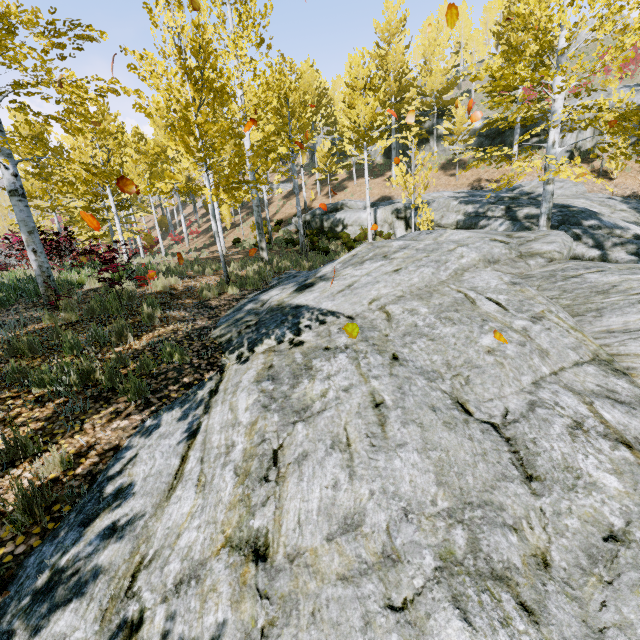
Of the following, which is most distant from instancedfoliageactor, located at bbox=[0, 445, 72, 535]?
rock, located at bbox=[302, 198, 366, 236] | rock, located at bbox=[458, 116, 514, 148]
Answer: rock, located at bbox=[458, 116, 514, 148]

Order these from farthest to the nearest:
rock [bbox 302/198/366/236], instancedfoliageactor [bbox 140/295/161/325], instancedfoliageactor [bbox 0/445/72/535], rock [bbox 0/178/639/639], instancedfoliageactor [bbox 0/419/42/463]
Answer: rock [bbox 302/198/366/236], instancedfoliageactor [bbox 140/295/161/325], instancedfoliageactor [bbox 0/419/42/463], instancedfoliageactor [bbox 0/445/72/535], rock [bbox 0/178/639/639]

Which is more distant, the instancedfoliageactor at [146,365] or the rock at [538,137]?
the rock at [538,137]

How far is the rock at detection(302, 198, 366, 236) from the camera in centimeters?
1964cm

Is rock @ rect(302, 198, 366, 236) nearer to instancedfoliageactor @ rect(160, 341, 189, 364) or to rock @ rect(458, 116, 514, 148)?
instancedfoliageactor @ rect(160, 341, 189, 364)

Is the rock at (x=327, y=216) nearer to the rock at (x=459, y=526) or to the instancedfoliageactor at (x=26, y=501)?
the instancedfoliageactor at (x=26, y=501)

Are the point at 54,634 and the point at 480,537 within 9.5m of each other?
yes
